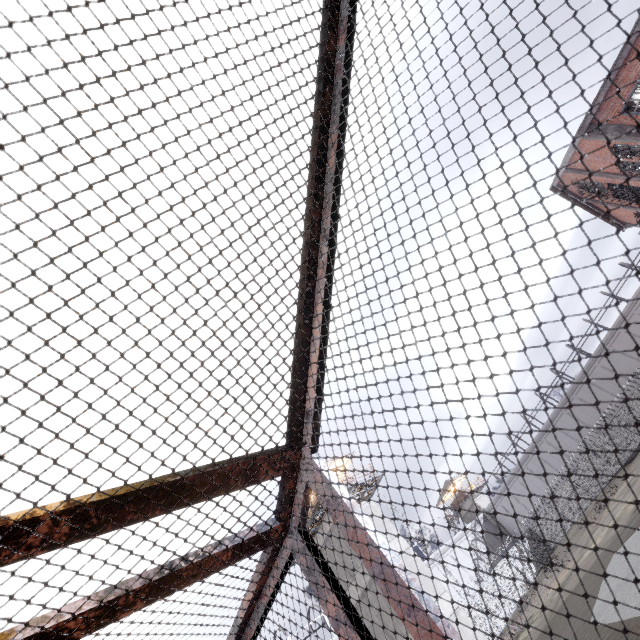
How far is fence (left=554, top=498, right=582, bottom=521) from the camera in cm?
3484

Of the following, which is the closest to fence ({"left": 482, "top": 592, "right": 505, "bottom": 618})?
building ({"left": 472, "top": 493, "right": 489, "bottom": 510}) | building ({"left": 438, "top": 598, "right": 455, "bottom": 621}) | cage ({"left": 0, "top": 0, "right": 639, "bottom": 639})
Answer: building ({"left": 438, "top": 598, "right": 455, "bottom": 621})

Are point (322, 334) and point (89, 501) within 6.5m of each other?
yes

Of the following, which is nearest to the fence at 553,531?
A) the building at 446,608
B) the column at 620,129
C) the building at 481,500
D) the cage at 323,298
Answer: the building at 446,608

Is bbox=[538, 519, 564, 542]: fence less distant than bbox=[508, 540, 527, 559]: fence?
No

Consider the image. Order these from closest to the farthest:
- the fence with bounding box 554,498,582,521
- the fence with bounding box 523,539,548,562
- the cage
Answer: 1. the cage
2. the fence with bounding box 523,539,548,562
3. the fence with bounding box 554,498,582,521

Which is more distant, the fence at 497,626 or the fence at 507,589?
the fence at 507,589
